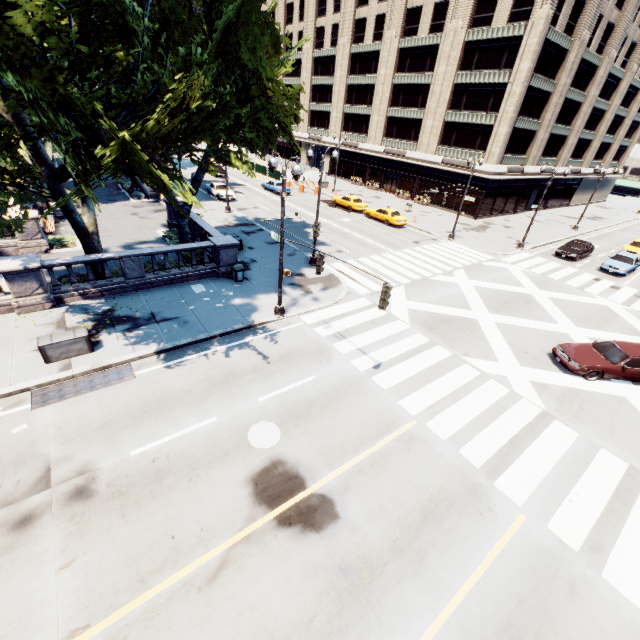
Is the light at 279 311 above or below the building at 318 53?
below

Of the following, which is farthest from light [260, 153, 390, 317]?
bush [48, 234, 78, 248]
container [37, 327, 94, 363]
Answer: bush [48, 234, 78, 248]

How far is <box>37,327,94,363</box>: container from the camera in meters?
11.7 m

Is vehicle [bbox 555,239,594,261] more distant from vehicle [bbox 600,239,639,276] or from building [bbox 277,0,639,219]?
building [bbox 277,0,639,219]

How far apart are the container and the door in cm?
4623

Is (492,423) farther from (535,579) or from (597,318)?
(597,318)

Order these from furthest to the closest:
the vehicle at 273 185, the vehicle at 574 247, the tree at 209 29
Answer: the vehicle at 273 185
the vehicle at 574 247
the tree at 209 29

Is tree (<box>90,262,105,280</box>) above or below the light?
above
